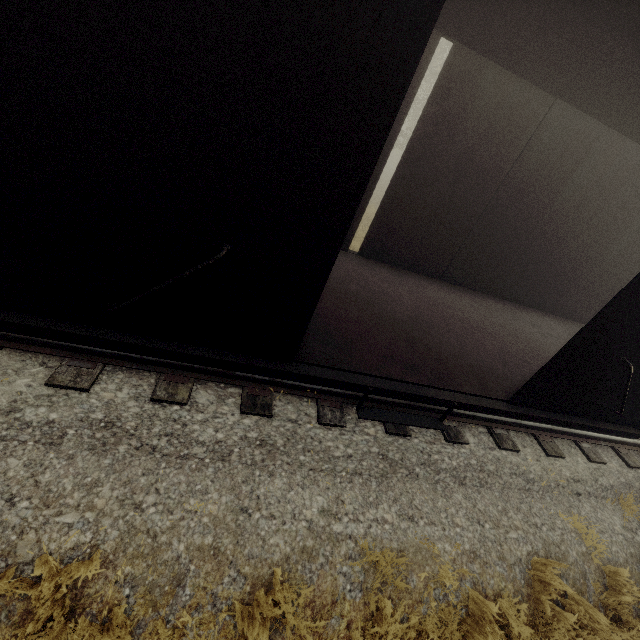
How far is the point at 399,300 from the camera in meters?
5.2 m
